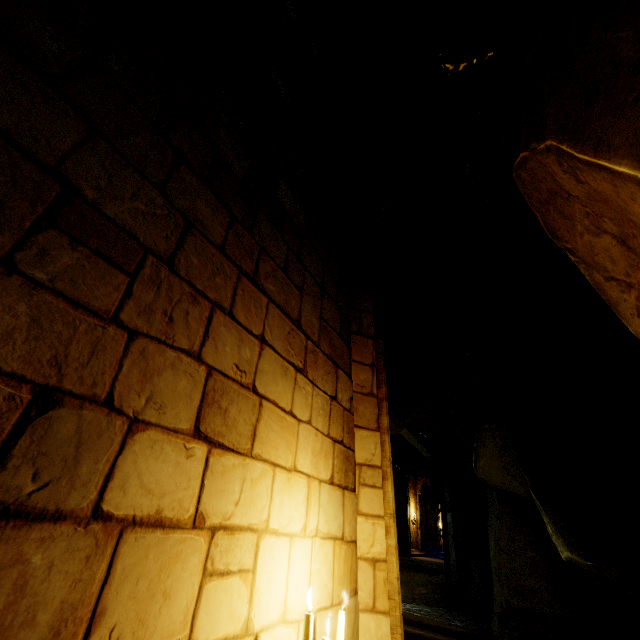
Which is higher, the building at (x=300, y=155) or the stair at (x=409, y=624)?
the building at (x=300, y=155)

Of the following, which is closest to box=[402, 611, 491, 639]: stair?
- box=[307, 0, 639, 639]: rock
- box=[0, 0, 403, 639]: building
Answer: box=[307, 0, 639, 639]: rock

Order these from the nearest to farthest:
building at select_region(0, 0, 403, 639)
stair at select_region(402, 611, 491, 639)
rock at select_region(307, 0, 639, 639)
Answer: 1. building at select_region(0, 0, 403, 639)
2. rock at select_region(307, 0, 639, 639)
3. stair at select_region(402, 611, 491, 639)

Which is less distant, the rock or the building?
the building

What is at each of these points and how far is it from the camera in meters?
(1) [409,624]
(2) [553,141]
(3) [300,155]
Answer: (1) stair, 8.5
(2) rock, 1.6
(3) building, 3.4

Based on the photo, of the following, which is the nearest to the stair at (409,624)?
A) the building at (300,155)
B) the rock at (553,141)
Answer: the rock at (553,141)

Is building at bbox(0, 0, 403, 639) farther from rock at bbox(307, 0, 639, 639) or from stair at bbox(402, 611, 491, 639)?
stair at bbox(402, 611, 491, 639)
